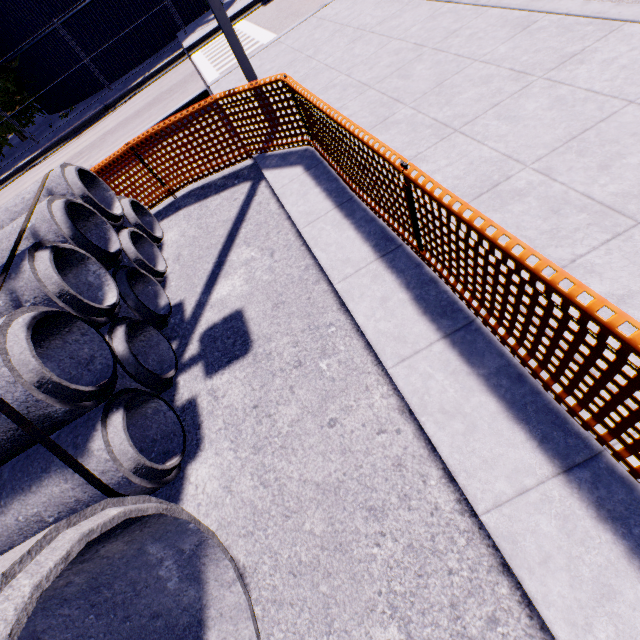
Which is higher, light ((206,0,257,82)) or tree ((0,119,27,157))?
light ((206,0,257,82))

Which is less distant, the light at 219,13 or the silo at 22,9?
the light at 219,13

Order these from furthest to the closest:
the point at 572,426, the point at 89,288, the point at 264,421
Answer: the point at 89,288 < the point at 264,421 < the point at 572,426

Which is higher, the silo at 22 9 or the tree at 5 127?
the silo at 22 9

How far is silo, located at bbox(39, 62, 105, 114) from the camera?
18.3 meters

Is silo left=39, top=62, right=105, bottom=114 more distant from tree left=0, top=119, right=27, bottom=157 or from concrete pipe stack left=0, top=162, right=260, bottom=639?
concrete pipe stack left=0, top=162, right=260, bottom=639

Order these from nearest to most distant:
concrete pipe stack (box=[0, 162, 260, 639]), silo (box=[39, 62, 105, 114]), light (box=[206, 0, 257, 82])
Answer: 1. concrete pipe stack (box=[0, 162, 260, 639])
2. light (box=[206, 0, 257, 82])
3. silo (box=[39, 62, 105, 114])
